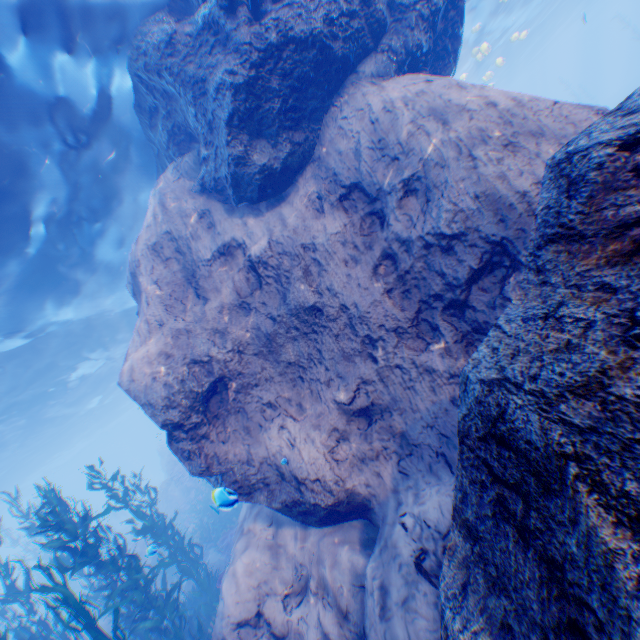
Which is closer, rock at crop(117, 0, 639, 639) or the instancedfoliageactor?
rock at crop(117, 0, 639, 639)

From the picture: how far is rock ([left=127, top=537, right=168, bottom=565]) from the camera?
5.4 meters

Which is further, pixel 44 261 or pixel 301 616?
pixel 44 261

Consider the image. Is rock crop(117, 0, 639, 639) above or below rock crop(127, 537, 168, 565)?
above

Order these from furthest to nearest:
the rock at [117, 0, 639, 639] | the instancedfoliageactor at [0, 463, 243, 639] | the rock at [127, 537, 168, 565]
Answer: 1. the instancedfoliageactor at [0, 463, 243, 639]
2. the rock at [127, 537, 168, 565]
3. the rock at [117, 0, 639, 639]

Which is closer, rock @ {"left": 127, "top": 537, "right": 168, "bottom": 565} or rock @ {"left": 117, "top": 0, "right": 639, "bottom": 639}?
rock @ {"left": 117, "top": 0, "right": 639, "bottom": 639}

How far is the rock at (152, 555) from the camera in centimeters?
536cm

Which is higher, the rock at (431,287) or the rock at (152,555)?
the rock at (431,287)
